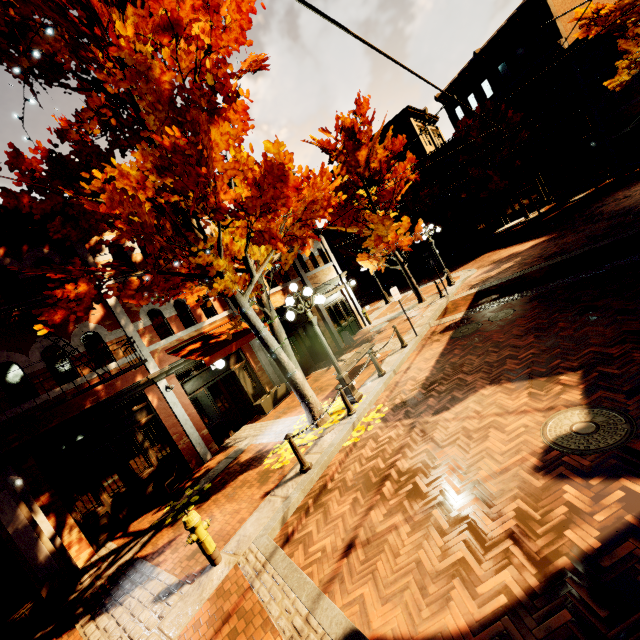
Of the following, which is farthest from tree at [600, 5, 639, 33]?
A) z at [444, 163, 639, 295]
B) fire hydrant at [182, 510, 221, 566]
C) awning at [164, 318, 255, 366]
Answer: fire hydrant at [182, 510, 221, 566]

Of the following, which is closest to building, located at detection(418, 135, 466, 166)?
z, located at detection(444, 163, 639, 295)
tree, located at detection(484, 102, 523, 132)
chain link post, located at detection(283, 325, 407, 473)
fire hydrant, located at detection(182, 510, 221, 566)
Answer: tree, located at detection(484, 102, 523, 132)

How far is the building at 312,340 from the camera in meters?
14.7 m

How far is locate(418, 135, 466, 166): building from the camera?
30.3 meters

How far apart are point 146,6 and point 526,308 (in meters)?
11.36

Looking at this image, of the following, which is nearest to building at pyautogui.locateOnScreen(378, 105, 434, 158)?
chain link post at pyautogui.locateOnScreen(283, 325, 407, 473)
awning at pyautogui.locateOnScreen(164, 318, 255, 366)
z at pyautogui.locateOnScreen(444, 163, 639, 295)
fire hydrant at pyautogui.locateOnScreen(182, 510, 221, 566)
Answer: awning at pyautogui.locateOnScreen(164, 318, 255, 366)

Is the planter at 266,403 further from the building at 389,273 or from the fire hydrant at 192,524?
the fire hydrant at 192,524

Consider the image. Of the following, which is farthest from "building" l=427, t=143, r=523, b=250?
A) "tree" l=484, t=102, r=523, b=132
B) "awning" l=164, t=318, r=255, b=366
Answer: "tree" l=484, t=102, r=523, b=132
